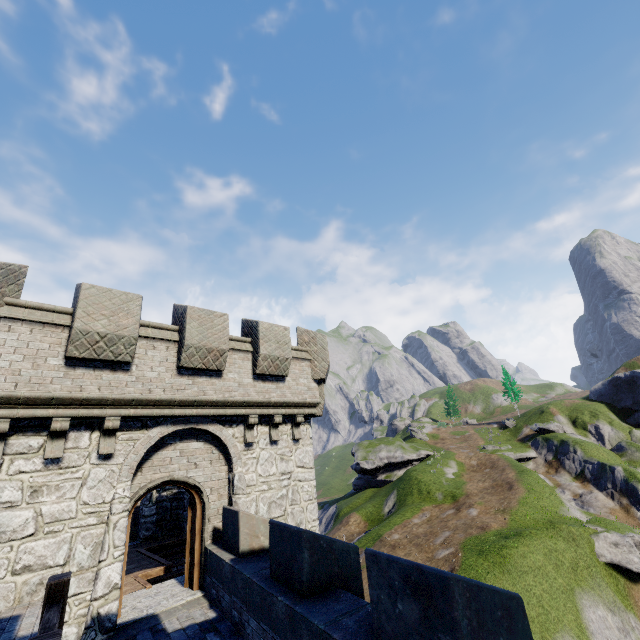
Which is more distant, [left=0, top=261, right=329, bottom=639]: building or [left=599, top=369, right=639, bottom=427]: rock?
[left=599, top=369, right=639, bottom=427]: rock

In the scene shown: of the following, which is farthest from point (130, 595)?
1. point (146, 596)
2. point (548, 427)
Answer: point (548, 427)

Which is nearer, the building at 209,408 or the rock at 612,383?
the building at 209,408
